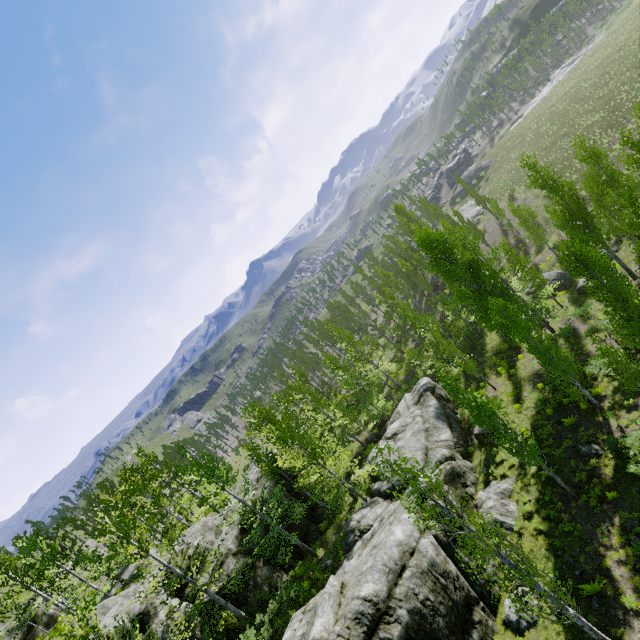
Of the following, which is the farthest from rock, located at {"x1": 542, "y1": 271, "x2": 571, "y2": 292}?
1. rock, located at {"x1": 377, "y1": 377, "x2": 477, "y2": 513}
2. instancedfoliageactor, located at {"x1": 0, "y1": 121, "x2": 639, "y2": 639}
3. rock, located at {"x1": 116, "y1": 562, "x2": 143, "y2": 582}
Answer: rock, located at {"x1": 116, "y1": 562, "x2": 143, "y2": 582}

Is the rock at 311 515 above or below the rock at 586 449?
above

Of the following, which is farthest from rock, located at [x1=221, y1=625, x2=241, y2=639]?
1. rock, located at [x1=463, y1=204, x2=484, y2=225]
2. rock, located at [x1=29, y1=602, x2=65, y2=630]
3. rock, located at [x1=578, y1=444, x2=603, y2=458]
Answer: rock, located at [x1=463, y1=204, x2=484, y2=225]

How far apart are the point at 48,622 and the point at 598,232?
57.9m

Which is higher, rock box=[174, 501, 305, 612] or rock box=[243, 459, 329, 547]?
rock box=[174, 501, 305, 612]

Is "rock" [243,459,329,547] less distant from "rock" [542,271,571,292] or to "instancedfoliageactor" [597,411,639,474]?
"instancedfoliageactor" [597,411,639,474]

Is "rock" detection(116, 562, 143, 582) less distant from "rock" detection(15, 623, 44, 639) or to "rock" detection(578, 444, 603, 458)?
"rock" detection(15, 623, 44, 639)

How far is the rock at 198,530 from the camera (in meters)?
20.06
